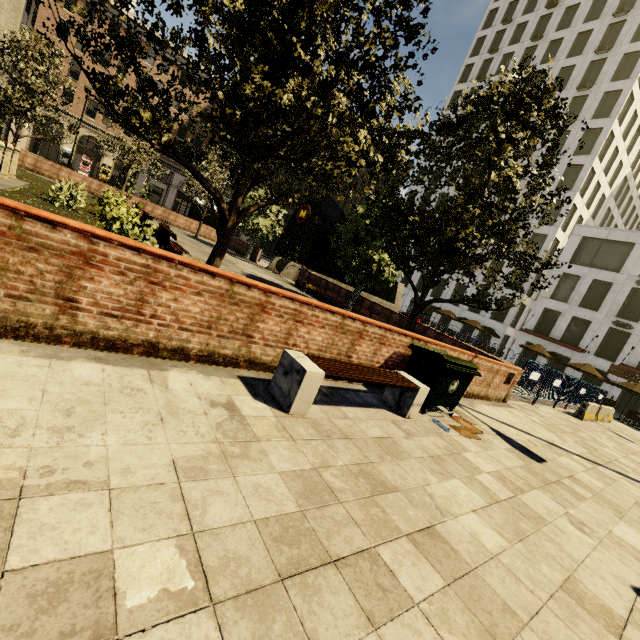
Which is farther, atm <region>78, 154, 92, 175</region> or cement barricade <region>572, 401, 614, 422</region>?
atm <region>78, 154, 92, 175</region>

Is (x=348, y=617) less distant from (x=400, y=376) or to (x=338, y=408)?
(x=338, y=408)

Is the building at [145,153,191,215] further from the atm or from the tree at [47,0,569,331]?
the tree at [47,0,569,331]

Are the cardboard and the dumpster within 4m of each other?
yes

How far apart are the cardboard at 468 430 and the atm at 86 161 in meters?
48.9

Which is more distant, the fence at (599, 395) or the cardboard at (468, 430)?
the fence at (599, 395)

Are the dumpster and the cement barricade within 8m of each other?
no

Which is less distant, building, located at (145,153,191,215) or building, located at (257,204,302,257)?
building, located at (145,153,191,215)
